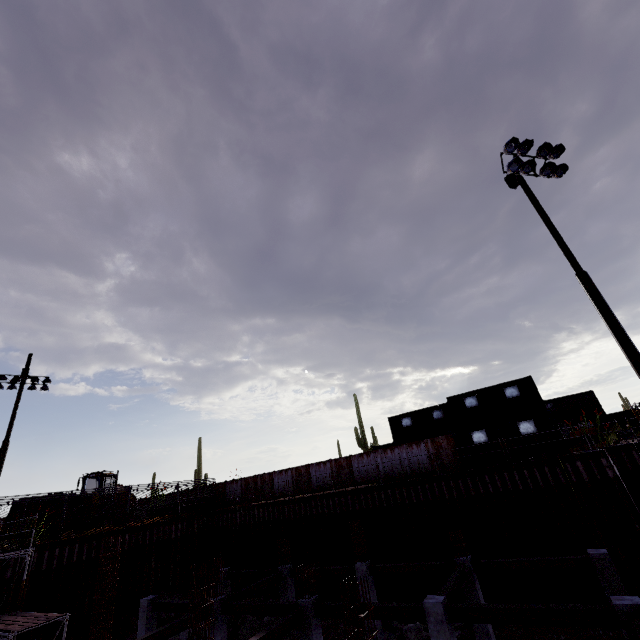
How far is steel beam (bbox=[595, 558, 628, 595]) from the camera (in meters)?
8.99

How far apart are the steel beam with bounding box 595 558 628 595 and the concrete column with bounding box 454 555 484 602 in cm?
449

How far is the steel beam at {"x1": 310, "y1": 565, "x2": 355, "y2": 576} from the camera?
16.4 meters

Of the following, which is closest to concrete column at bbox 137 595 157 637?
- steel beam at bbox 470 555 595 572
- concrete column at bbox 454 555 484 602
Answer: concrete column at bbox 454 555 484 602

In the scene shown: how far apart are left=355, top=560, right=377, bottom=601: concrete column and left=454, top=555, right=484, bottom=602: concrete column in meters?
4.3 m

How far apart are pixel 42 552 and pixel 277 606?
14.8 meters

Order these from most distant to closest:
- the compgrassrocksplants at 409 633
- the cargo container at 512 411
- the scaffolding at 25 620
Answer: the cargo container at 512 411
the compgrassrocksplants at 409 633
the scaffolding at 25 620

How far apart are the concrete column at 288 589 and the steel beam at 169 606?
4.56m
